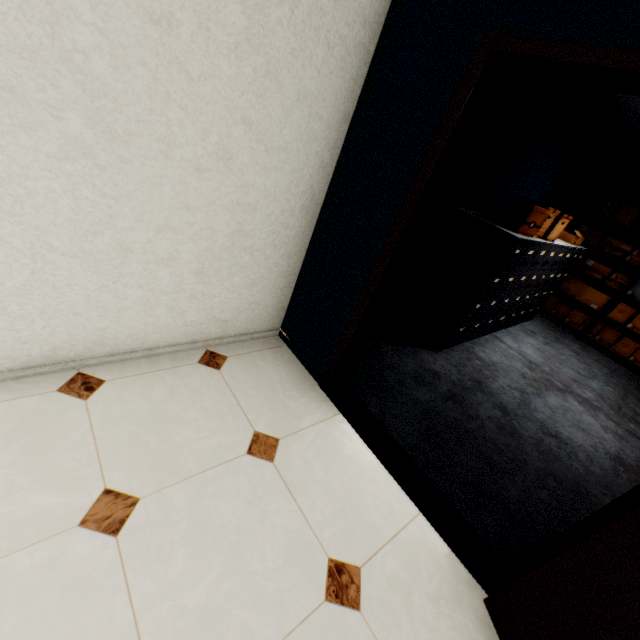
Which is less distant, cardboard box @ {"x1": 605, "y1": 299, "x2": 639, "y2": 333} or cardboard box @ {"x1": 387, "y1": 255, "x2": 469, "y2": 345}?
cardboard box @ {"x1": 387, "y1": 255, "x2": 469, "y2": 345}

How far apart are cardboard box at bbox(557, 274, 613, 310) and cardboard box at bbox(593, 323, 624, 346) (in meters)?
0.14

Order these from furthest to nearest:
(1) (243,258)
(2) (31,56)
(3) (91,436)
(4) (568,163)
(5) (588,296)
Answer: (5) (588,296)
(4) (568,163)
(1) (243,258)
(3) (91,436)
(2) (31,56)

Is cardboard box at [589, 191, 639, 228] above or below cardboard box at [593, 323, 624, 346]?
above

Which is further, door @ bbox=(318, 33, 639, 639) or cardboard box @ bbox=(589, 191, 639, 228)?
cardboard box @ bbox=(589, 191, 639, 228)

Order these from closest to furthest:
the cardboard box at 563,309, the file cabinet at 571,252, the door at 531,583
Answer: the door at 531,583 → the file cabinet at 571,252 → the cardboard box at 563,309

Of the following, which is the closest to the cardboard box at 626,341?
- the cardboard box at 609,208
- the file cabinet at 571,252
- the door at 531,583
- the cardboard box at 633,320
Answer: the cardboard box at 633,320

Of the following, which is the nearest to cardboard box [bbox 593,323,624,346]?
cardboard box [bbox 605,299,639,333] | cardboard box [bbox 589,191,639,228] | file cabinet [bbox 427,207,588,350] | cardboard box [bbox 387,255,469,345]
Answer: cardboard box [bbox 605,299,639,333]
